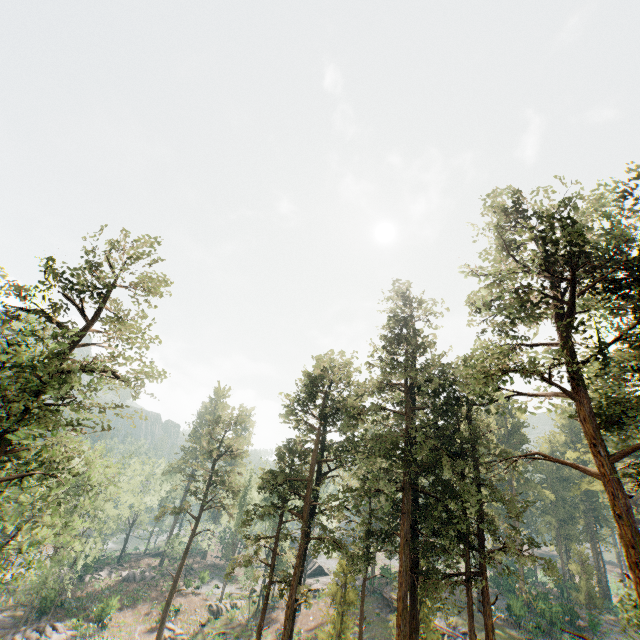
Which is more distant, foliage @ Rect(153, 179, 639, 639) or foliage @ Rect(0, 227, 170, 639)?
foliage @ Rect(0, 227, 170, 639)

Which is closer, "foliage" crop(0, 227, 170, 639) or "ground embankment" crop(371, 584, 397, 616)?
"foliage" crop(0, 227, 170, 639)

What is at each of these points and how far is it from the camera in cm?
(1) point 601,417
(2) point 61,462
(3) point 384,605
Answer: (1) foliage, 1516
(2) foliage, 2134
(3) ground embankment, 4231

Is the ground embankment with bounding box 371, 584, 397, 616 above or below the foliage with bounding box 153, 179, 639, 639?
below

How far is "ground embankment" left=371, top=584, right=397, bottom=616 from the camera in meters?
40.6 m

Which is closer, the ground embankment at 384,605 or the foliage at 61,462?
the foliage at 61,462

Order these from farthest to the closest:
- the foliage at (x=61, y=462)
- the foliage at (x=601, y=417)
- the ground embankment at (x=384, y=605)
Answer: the ground embankment at (x=384, y=605) < the foliage at (x=61, y=462) < the foliage at (x=601, y=417)

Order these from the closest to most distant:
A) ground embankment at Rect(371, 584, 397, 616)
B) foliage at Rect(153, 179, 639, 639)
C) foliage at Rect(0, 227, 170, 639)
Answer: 1. foliage at Rect(153, 179, 639, 639)
2. foliage at Rect(0, 227, 170, 639)
3. ground embankment at Rect(371, 584, 397, 616)
